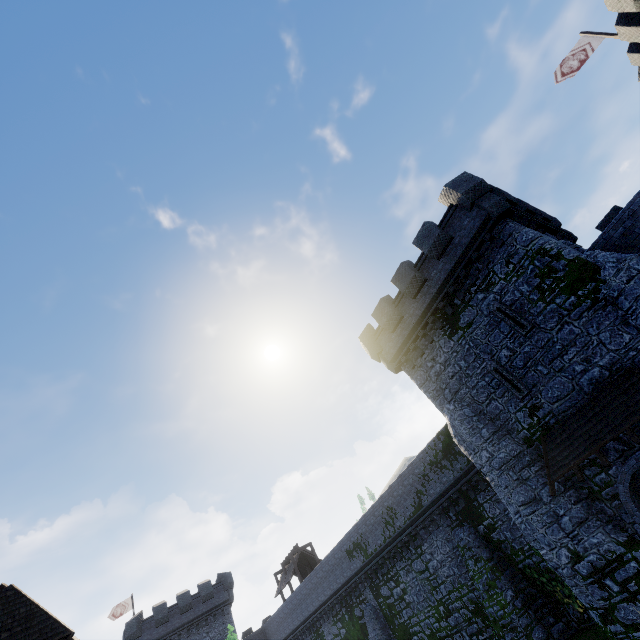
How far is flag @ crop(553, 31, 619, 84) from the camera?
19.0m

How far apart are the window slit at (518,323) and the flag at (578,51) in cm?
1613

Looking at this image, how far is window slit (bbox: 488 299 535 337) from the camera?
14.1 meters

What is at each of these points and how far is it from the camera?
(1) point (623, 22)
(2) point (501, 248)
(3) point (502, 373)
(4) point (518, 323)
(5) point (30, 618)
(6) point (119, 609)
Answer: (1) building, 14.8 meters
(2) building, 15.0 meters
(3) window slit, 14.9 meters
(4) window slit, 14.4 meters
(5) building, 12.5 meters
(6) flag, 40.2 meters

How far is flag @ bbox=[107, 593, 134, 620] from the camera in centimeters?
3972cm

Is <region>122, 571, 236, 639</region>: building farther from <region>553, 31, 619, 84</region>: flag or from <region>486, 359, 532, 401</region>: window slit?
<region>553, 31, 619, 84</region>: flag

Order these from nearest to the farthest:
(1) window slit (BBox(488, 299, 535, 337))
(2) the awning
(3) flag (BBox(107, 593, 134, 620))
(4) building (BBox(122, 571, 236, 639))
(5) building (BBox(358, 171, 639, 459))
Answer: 1. (2) the awning
2. (5) building (BBox(358, 171, 639, 459))
3. (1) window slit (BBox(488, 299, 535, 337))
4. (4) building (BBox(122, 571, 236, 639))
5. (3) flag (BBox(107, 593, 134, 620))

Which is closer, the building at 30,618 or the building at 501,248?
the building at 30,618
